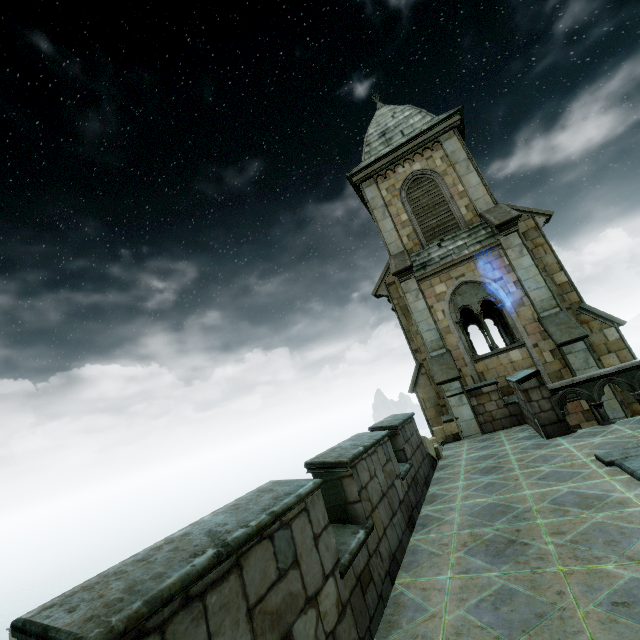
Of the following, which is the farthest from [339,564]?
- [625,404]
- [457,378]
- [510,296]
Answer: [625,404]
